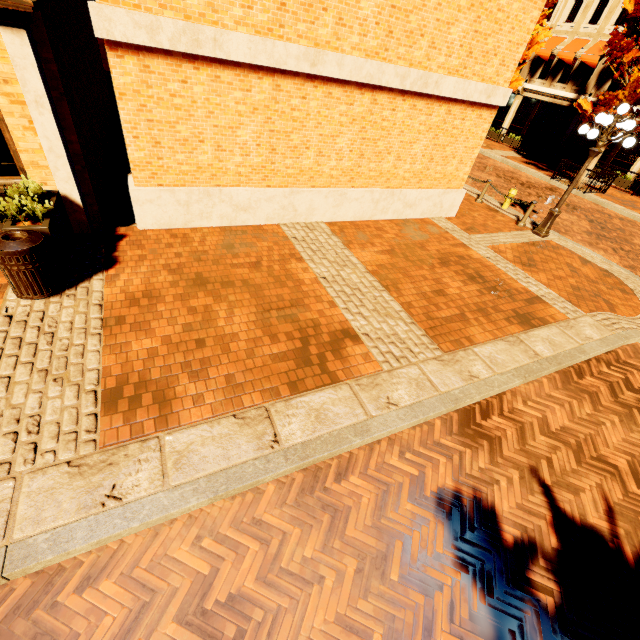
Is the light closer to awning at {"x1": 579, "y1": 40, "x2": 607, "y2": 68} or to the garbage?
the garbage

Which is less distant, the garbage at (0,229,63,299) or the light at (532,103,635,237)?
the garbage at (0,229,63,299)

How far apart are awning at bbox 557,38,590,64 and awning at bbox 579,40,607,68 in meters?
0.5 m

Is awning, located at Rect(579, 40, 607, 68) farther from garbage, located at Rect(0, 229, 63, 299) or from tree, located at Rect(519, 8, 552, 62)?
garbage, located at Rect(0, 229, 63, 299)

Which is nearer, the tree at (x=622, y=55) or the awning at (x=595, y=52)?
the tree at (x=622, y=55)

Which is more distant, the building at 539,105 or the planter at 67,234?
the building at 539,105

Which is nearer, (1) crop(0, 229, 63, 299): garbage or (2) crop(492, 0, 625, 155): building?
(1) crop(0, 229, 63, 299): garbage

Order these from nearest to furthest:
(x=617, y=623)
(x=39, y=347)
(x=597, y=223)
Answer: (x=617, y=623) < (x=39, y=347) < (x=597, y=223)
